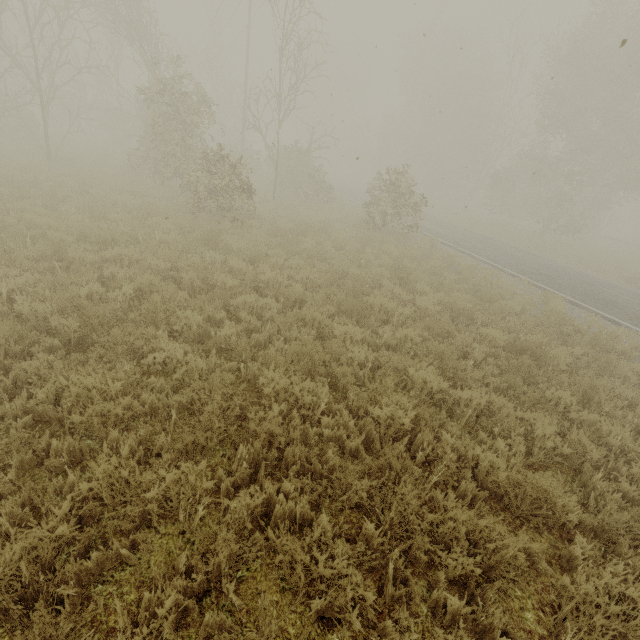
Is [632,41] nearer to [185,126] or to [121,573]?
[185,126]
